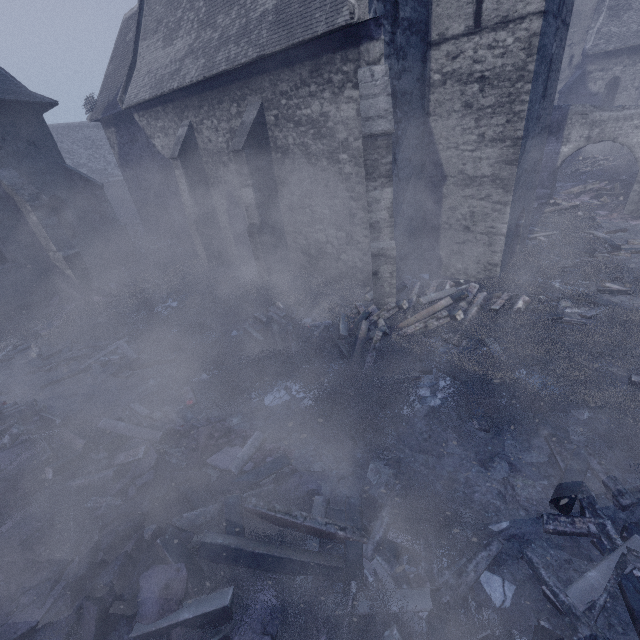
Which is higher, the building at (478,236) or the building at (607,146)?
the building at (478,236)

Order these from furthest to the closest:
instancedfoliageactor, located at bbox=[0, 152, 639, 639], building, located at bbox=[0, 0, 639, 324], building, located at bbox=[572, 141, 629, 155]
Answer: building, located at bbox=[572, 141, 629, 155], building, located at bbox=[0, 0, 639, 324], instancedfoliageactor, located at bbox=[0, 152, 639, 639]

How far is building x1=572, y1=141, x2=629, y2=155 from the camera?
25.67m

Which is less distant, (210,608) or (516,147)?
(210,608)

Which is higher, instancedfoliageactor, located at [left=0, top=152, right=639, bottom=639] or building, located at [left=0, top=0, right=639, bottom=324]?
building, located at [left=0, top=0, right=639, bottom=324]

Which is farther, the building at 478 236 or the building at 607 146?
the building at 607 146

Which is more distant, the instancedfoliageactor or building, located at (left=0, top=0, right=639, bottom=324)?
building, located at (left=0, top=0, right=639, bottom=324)
